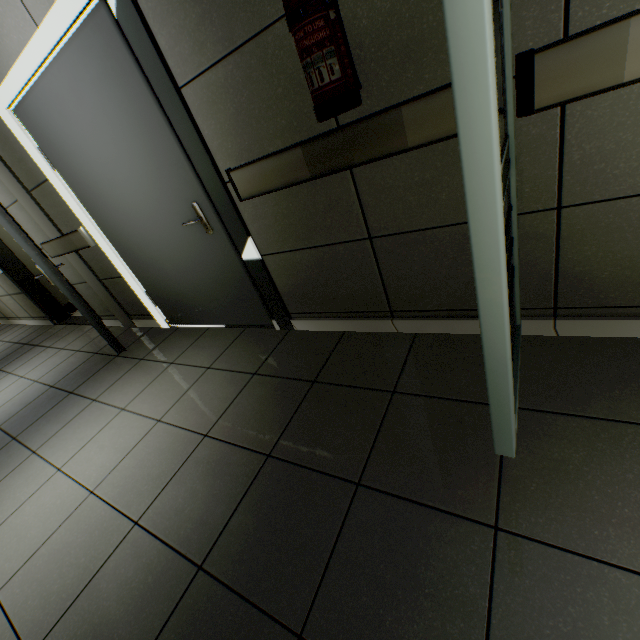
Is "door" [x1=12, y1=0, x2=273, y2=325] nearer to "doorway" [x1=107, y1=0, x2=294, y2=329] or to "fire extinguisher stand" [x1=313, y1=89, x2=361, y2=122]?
"doorway" [x1=107, y1=0, x2=294, y2=329]

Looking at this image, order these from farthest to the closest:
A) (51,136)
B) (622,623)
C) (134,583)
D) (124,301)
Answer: (124,301) → (51,136) → (134,583) → (622,623)

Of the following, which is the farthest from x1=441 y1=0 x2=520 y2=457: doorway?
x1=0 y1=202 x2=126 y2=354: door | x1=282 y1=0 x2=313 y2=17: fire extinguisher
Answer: x1=0 y1=202 x2=126 y2=354: door

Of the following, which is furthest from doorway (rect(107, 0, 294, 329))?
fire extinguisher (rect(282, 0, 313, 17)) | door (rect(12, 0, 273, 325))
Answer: fire extinguisher (rect(282, 0, 313, 17))

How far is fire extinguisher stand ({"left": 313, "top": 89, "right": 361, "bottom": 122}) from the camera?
1.2m

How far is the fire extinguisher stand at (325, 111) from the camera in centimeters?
120cm

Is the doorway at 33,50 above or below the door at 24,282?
above

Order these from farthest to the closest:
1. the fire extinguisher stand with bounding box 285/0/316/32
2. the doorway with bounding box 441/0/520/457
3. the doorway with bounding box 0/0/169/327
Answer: the doorway with bounding box 0/0/169/327, the fire extinguisher stand with bounding box 285/0/316/32, the doorway with bounding box 441/0/520/457
